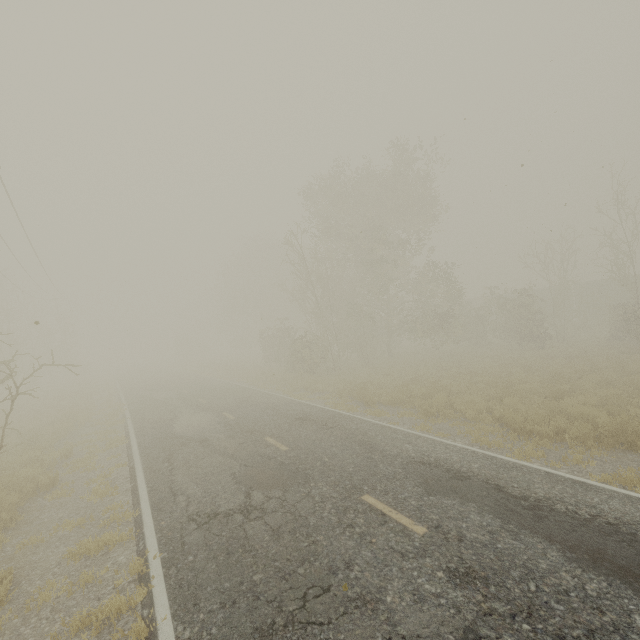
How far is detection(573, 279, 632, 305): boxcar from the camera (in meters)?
33.91

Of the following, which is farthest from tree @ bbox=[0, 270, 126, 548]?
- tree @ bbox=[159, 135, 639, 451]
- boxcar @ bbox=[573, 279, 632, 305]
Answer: boxcar @ bbox=[573, 279, 632, 305]

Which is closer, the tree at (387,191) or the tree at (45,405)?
the tree at (45,405)

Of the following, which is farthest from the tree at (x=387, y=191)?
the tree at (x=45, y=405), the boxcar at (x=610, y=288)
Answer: the boxcar at (x=610, y=288)

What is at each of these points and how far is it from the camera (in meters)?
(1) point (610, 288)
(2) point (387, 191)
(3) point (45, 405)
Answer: (1) boxcar, 34.69
(2) tree, 25.53
(3) tree, 22.86

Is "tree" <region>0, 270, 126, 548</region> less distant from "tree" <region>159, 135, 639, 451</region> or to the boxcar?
"tree" <region>159, 135, 639, 451</region>

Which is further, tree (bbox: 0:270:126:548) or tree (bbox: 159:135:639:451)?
tree (bbox: 159:135:639:451)
